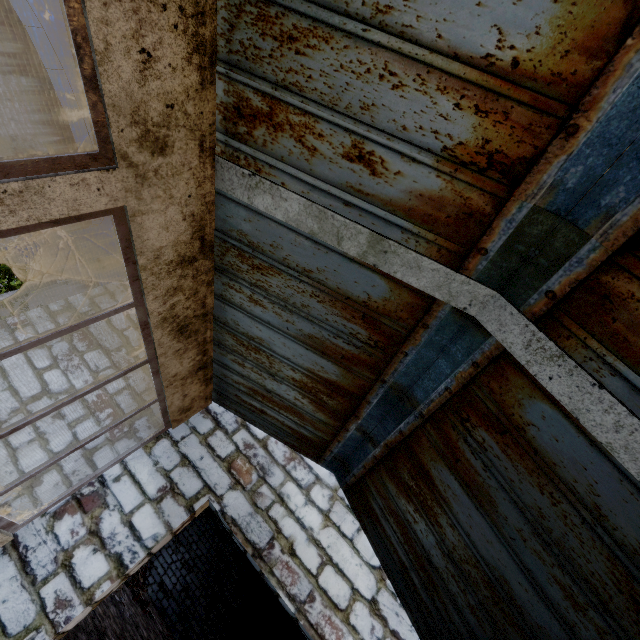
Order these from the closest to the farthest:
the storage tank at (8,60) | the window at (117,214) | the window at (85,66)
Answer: the window at (85,66)
the window at (117,214)
the storage tank at (8,60)

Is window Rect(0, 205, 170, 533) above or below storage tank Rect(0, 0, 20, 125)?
below

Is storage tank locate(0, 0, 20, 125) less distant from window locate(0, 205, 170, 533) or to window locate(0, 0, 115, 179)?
window locate(0, 205, 170, 533)

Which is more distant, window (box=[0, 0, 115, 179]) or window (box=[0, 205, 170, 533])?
window (box=[0, 205, 170, 533])

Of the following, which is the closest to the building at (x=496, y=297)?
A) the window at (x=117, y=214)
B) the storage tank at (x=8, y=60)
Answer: the window at (x=117, y=214)

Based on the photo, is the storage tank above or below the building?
above

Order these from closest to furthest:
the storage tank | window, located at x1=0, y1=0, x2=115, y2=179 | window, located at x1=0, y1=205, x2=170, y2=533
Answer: window, located at x1=0, y1=0, x2=115, y2=179, window, located at x1=0, y1=205, x2=170, y2=533, the storage tank

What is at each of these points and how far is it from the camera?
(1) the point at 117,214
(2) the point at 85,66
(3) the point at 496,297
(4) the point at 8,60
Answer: (1) window, 1.8 meters
(2) window, 1.3 meters
(3) building, 1.7 meters
(4) storage tank, 58.9 meters
